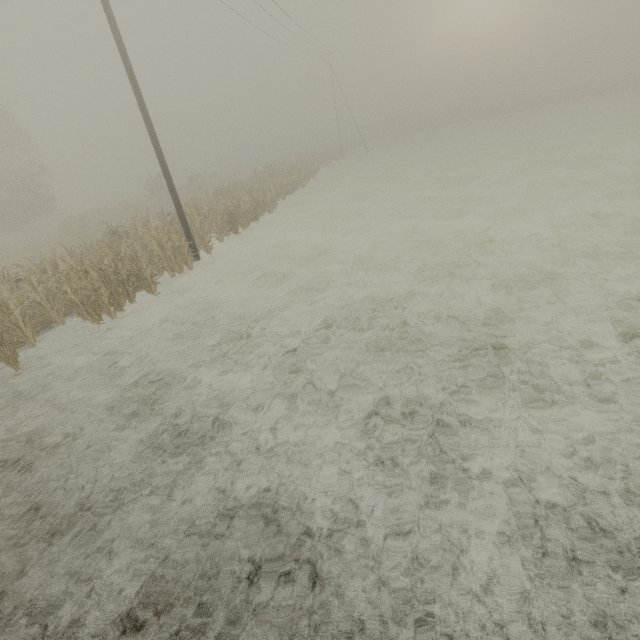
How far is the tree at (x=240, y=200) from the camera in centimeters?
1625cm

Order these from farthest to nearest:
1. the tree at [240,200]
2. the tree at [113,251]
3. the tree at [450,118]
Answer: the tree at [450,118], the tree at [240,200], the tree at [113,251]

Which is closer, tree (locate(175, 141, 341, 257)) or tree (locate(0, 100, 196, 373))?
tree (locate(0, 100, 196, 373))

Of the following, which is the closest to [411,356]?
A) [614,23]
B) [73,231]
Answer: [73,231]

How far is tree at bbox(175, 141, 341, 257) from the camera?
16.2m

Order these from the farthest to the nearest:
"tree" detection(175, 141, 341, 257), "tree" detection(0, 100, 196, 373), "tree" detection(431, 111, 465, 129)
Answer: "tree" detection(431, 111, 465, 129) → "tree" detection(175, 141, 341, 257) → "tree" detection(0, 100, 196, 373)
